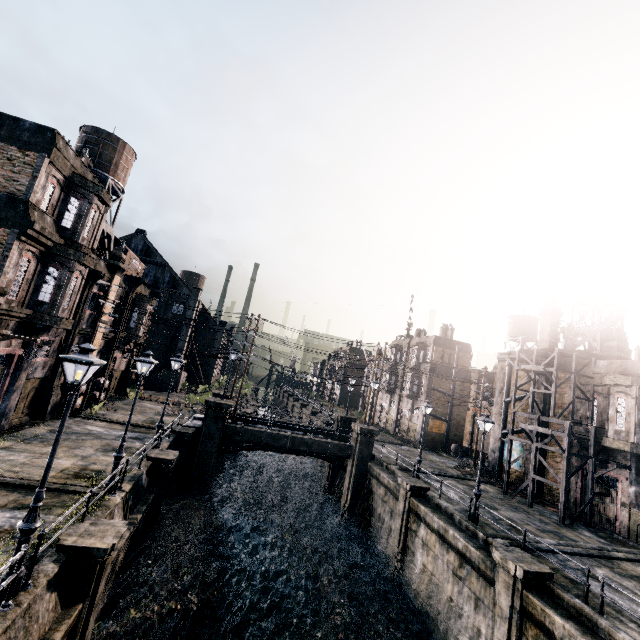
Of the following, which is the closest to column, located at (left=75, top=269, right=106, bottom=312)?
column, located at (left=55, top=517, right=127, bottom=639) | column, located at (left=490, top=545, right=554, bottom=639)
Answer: column, located at (left=55, top=517, right=127, bottom=639)

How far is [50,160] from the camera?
17.3m

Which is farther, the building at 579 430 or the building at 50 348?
the building at 579 430

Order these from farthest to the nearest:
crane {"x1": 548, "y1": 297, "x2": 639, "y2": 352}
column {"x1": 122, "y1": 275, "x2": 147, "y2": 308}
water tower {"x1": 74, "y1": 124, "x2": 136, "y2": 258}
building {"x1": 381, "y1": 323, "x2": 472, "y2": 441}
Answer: building {"x1": 381, "y1": 323, "x2": 472, "y2": 441} → column {"x1": 122, "y1": 275, "x2": 147, "y2": 308} → water tower {"x1": 74, "y1": 124, "x2": 136, "y2": 258} → crane {"x1": 548, "y1": 297, "x2": 639, "y2": 352}

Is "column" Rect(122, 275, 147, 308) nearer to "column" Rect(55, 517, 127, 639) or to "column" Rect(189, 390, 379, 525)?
"column" Rect(189, 390, 379, 525)

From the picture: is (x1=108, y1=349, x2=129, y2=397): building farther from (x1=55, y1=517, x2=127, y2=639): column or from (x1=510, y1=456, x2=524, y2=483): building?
(x1=510, y1=456, x2=524, y2=483): building

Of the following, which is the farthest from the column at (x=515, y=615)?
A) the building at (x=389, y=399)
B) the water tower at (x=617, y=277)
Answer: the building at (x=389, y=399)

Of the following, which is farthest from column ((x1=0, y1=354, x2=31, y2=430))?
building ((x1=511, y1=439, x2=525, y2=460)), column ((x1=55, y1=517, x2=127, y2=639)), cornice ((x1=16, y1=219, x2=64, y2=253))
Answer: building ((x1=511, y1=439, x2=525, y2=460))
